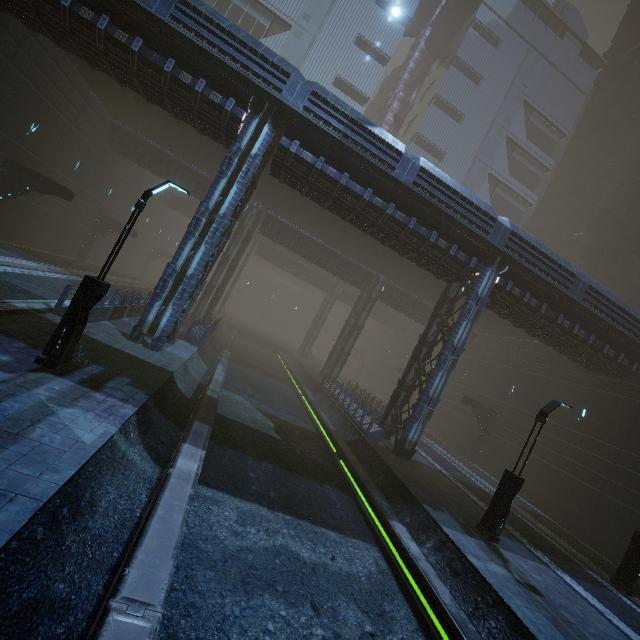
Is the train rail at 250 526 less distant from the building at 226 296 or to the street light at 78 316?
the building at 226 296

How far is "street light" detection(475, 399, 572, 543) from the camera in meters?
11.4 m

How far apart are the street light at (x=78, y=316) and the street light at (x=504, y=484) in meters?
14.3

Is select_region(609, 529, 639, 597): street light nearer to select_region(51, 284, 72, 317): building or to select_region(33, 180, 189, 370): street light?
select_region(51, 284, 72, 317): building

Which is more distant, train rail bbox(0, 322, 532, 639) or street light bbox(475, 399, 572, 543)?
street light bbox(475, 399, 572, 543)

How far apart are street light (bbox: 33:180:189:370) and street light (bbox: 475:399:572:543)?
14.35m

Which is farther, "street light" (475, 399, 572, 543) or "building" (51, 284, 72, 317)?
"building" (51, 284, 72, 317)

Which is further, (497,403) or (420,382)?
(497,403)
